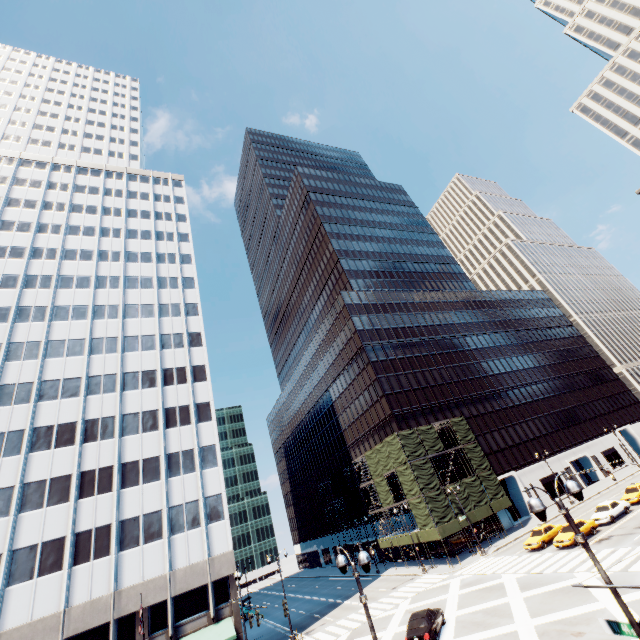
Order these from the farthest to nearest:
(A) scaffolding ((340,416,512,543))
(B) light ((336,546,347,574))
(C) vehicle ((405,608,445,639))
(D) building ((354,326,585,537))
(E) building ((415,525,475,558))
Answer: (D) building ((354,326,585,537)) → (E) building ((415,525,475,558)) → (A) scaffolding ((340,416,512,543)) → (C) vehicle ((405,608,445,639)) → (B) light ((336,546,347,574))

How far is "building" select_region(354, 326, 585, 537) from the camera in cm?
5153

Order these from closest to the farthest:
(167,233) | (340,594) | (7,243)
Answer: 1. (340,594)
2. (7,243)
3. (167,233)

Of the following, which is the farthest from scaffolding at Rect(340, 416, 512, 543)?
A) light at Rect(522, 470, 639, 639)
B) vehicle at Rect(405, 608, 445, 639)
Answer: light at Rect(522, 470, 639, 639)

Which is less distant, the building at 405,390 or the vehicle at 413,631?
the vehicle at 413,631

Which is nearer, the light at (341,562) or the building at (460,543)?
the light at (341,562)

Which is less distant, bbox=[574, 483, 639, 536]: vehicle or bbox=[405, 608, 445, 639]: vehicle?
bbox=[405, 608, 445, 639]: vehicle

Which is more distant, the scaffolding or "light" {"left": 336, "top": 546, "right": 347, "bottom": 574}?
the scaffolding
